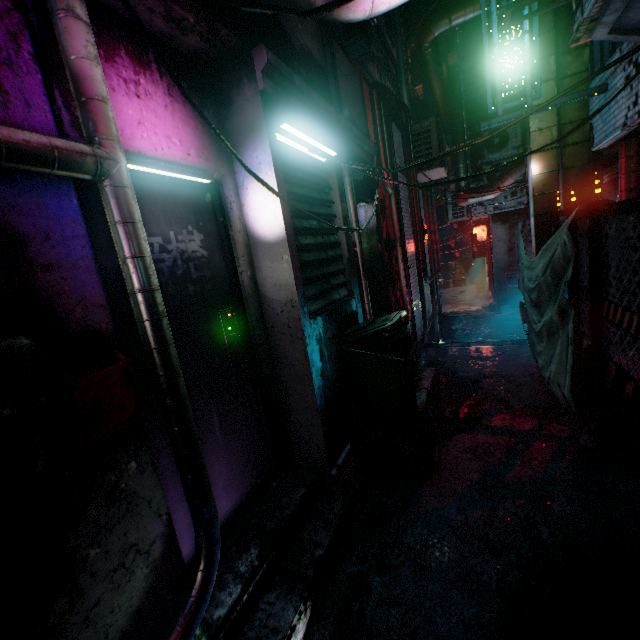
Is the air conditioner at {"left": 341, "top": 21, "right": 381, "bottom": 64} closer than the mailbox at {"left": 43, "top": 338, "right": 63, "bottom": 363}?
No

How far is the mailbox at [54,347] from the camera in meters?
0.9 m

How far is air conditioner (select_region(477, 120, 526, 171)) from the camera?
7.7 meters

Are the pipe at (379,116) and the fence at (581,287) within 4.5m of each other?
yes

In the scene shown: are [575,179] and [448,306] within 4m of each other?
no

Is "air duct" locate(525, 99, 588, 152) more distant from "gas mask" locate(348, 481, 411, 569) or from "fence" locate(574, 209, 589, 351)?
"gas mask" locate(348, 481, 411, 569)

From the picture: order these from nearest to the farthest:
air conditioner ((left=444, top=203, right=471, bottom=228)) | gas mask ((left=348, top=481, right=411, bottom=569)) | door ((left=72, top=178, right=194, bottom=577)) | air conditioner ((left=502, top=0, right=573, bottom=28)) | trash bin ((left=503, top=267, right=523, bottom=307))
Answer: door ((left=72, top=178, right=194, bottom=577)) → gas mask ((left=348, top=481, right=411, bottom=569)) → air conditioner ((left=502, top=0, right=573, bottom=28)) → trash bin ((left=503, top=267, right=523, bottom=307)) → air conditioner ((left=444, top=203, right=471, bottom=228))

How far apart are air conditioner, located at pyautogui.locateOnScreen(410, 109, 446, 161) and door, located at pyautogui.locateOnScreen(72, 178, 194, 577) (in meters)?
5.27
